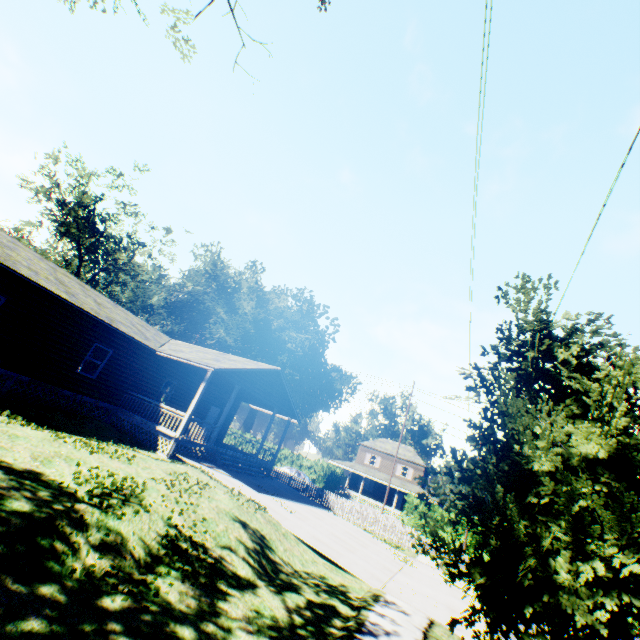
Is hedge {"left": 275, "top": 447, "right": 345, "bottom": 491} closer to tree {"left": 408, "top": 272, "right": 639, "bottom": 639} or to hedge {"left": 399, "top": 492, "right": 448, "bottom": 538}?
hedge {"left": 399, "top": 492, "right": 448, "bottom": 538}

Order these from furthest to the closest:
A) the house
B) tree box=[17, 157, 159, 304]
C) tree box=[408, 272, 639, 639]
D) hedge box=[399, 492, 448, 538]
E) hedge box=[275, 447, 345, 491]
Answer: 1. hedge box=[275, 447, 345, 491]
2. tree box=[17, 157, 159, 304]
3. hedge box=[399, 492, 448, 538]
4. the house
5. tree box=[408, 272, 639, 639]

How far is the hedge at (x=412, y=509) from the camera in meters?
33.9

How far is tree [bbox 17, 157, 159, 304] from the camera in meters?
36.5

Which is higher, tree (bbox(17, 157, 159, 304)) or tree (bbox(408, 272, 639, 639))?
tree (bbox(17, 157, 159, 304))

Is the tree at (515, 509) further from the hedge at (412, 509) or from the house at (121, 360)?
the hedge at (412, 509)

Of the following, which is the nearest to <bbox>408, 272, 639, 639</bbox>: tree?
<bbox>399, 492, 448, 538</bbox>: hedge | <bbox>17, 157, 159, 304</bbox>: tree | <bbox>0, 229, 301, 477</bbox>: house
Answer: <bbox>0, 229, 301, 477</bbox>: house

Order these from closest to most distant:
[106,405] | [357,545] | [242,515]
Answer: [242,515] < [357,545] < [106,405]
